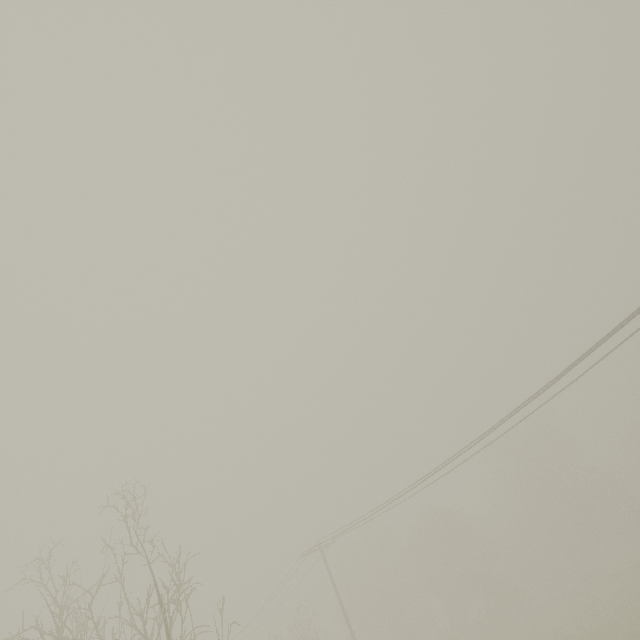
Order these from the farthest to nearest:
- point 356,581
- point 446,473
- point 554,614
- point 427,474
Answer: point 356,581
point 554,614
point 446,473
point 427,474
